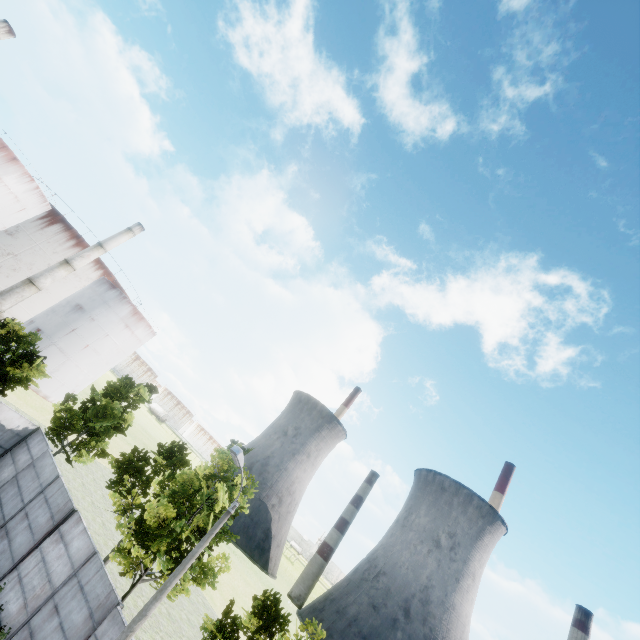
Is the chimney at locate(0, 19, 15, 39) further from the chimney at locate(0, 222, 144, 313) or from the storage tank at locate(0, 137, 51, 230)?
the chimney at locate(0, 222, 144, 313)

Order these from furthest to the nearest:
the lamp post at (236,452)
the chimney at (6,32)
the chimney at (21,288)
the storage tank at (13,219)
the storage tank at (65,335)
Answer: the storage tank at (65,335), the chimney at (21,288), the storage tank at (13,219), the chimney at (6,32), the lamp post at (236,452)

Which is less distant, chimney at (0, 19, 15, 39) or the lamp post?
the lamp post

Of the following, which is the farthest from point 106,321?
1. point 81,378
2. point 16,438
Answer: point 16,438

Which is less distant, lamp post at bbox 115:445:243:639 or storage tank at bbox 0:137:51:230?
lamp post at bbox 115:445:243:639

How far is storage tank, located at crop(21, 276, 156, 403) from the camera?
46.0m

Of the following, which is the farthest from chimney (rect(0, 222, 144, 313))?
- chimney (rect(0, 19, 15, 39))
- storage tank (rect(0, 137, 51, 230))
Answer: chimney (rect(0, 19, 15, 39))

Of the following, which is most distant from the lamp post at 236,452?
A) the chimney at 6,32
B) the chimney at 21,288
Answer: the chimney at 6,32
